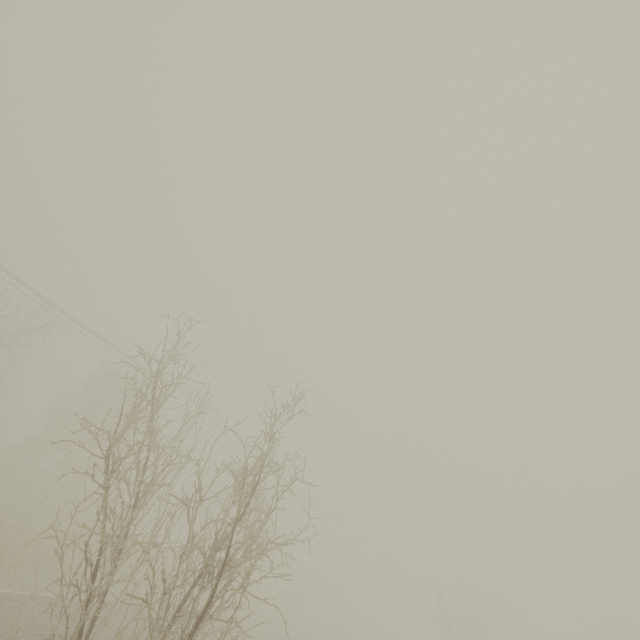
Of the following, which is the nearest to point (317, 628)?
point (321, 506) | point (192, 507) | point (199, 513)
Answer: point (321, 506)
